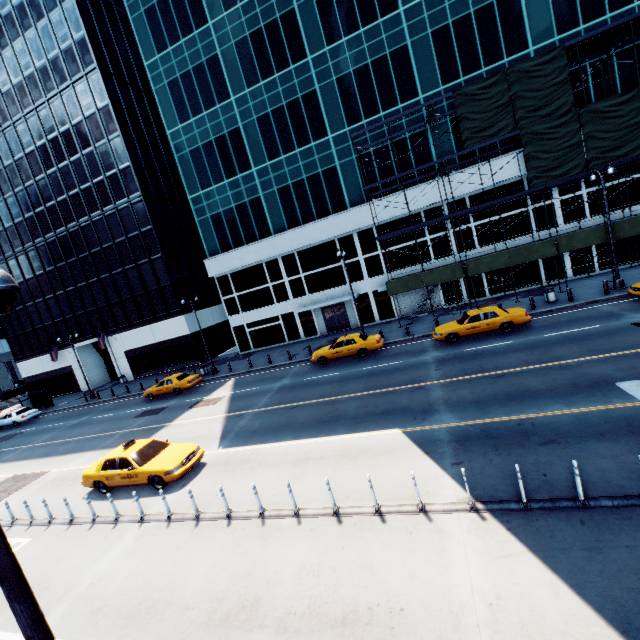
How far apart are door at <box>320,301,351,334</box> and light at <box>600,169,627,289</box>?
19.4m

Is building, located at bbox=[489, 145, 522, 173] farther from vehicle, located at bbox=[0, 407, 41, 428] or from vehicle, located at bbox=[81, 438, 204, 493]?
vehicle, located at bbox=[0, 407, 41, 428]

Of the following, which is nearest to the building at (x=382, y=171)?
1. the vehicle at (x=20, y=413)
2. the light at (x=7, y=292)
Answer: the vehicle at (x=20, y=413)

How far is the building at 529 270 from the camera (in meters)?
26.70

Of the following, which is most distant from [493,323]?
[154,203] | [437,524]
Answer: [154,203]

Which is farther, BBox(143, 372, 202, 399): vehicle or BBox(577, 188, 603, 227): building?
BBox(143, 372, 202, 399): vehicle

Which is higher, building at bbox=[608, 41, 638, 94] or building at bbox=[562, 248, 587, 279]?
building at bbox=[608, 41, 638, 94]
